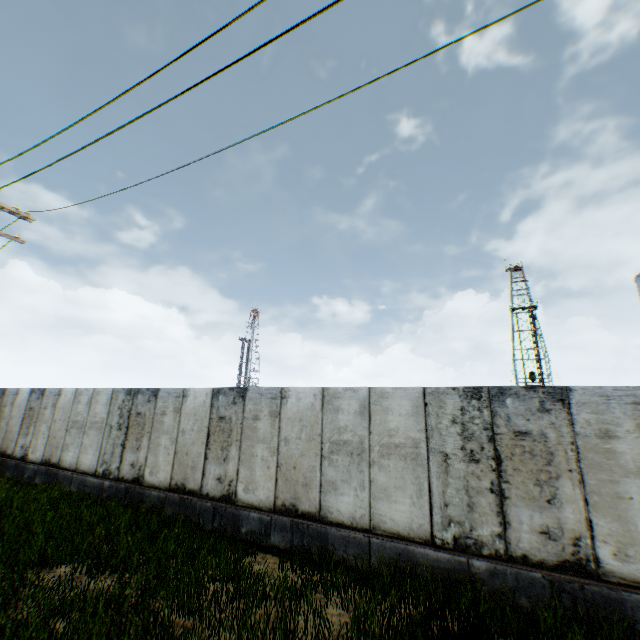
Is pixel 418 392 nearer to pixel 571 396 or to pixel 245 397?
pixel 571 396
